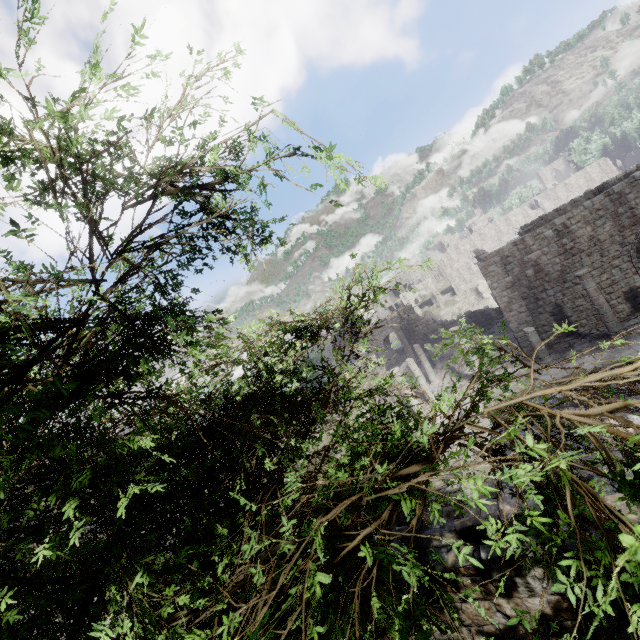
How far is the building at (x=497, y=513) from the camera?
4.75m

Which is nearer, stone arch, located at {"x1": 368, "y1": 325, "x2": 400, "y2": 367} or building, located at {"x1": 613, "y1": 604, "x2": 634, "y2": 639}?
building, located at {"x1": 613, "y1": 604, "x2": 634, "y2": 639}

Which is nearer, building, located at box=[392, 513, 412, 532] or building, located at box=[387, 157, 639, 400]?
building, located at box=[392, 513, 412, 532]

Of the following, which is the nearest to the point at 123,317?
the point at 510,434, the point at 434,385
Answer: the point at 510,434

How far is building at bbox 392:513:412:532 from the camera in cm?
549

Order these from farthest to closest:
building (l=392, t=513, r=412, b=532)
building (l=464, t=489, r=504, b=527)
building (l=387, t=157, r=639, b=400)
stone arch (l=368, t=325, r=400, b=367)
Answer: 1. stone arch (l=368, t=325, r=400, b=367)
2. building (l=387, t=157, r=639, b=400)
3. building (l=392, t=513, r=412, b=532)
4. building (l=464, t=489, r=504, b=527)
